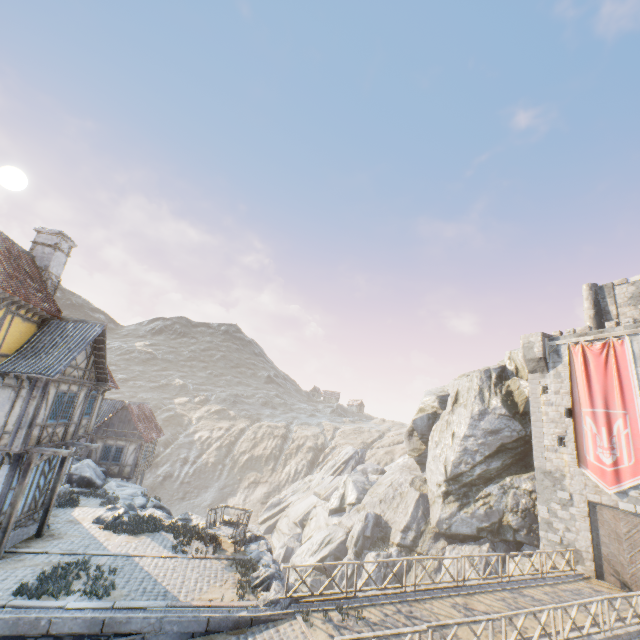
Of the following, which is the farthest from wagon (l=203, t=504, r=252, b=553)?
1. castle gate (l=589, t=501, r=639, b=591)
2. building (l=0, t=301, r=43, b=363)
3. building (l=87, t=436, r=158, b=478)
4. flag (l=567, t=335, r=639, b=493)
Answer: castle gate (l=589, t=501, r=639, b=591)

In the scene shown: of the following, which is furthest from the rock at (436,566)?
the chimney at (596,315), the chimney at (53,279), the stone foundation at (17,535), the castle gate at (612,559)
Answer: the chimney at (53,279)

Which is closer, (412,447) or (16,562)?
(16,562)

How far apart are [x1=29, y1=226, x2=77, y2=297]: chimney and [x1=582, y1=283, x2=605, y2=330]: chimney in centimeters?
3630cm

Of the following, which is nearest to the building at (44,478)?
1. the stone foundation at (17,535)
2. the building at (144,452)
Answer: the stone foundation at (17,535)

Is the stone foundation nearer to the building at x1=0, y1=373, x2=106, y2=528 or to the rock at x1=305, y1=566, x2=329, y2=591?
the building at x1=0, y1=373, x2=106, y2=528

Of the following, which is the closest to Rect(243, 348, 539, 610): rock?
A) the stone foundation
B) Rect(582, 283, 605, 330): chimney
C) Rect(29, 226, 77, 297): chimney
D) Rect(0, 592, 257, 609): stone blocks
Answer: Rect(0, 592, 257, 609): stone blocks

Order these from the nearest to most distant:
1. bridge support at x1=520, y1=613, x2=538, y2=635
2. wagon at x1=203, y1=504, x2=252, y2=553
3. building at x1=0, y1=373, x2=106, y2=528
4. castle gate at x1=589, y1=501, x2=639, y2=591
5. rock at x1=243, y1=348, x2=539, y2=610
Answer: bridge support at x1=520, y1=613, x2=538, y2=635, building at x1=0, y1=373, x2=106, y2=528, wagon at x1=203, y1=504, x2=252, y2=553, castle gate at x1=589, y1=501, x2=639, y2=591, rock at x1=243, y1=348, x2=539, y2=610
